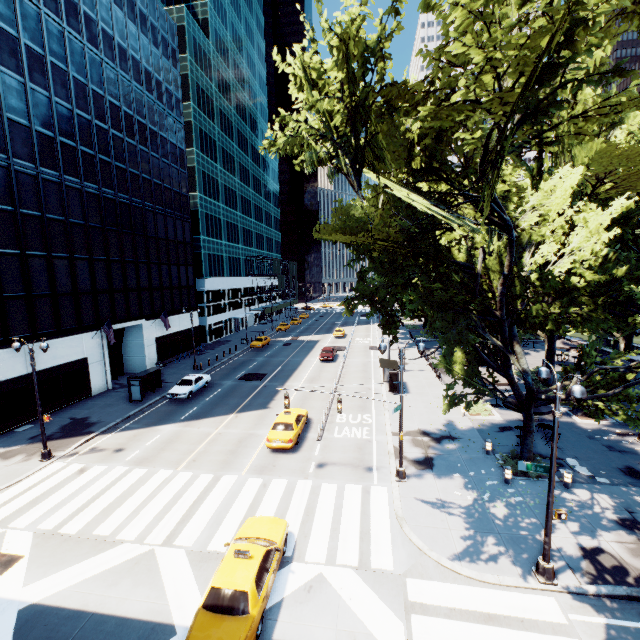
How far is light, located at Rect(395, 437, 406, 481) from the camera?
16.5m

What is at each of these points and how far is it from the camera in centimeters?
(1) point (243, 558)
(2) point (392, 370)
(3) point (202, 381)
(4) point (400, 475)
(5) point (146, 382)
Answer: (1) vehicle, 1055cm
(2) bus stop, 3136cm
(3) vehicle, 3142cm
(4) light, 1658cm
(5) bus stop, 3028cm

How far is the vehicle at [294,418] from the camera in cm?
1950

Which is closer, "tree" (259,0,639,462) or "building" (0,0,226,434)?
"tree" (259,0,639,462)

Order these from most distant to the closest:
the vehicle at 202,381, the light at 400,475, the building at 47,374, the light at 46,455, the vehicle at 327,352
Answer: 1. the vehicle at 327,352
2. the vehicle at 202,381
3. the building at 47,374
4. the light at 46,455
5. the light at 400,475

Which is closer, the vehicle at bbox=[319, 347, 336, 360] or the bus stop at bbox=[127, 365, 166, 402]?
the bus stop at bbox=[127, 365, 166, 402]

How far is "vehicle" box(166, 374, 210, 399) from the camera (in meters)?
28.52

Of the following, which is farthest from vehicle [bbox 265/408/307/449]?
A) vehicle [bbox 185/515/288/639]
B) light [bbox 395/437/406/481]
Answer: vehicle [bbox 185/515/288/639]
